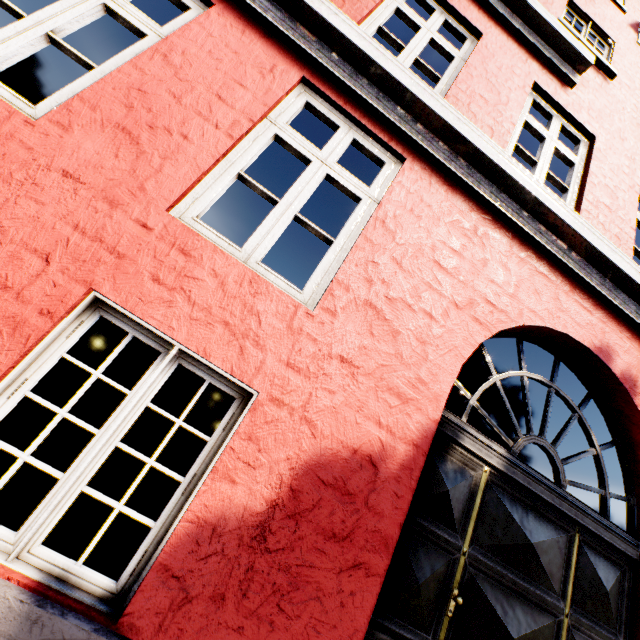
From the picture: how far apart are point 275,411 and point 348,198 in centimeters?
1580cm
